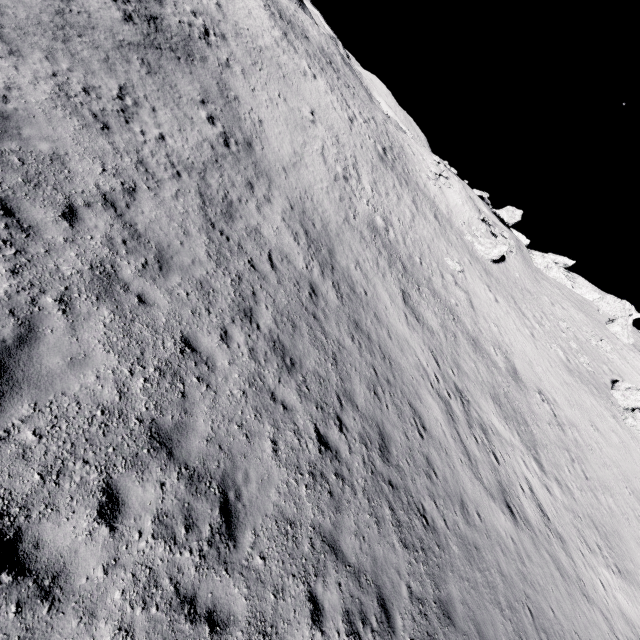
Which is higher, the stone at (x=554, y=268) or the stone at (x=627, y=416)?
the stone at (x=554, y=268)

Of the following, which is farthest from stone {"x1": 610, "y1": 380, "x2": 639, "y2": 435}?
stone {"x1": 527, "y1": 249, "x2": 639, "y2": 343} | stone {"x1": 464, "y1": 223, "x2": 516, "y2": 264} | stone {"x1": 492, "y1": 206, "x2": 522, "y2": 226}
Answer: stone {"x1": 492, "y1": 206, "x2": 522, "y2": 226}

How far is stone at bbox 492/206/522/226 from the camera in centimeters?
5069cm

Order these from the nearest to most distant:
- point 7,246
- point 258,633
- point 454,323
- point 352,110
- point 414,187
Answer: point 258,633, point 7,246, point 454,323, point 352,110, point 414,187

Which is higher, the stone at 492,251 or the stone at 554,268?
the stone at 554,268

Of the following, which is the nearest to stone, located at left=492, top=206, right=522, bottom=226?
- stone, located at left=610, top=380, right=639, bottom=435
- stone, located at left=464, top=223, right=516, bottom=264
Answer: stone, located at left=464, top=223, right=516, bottom=264

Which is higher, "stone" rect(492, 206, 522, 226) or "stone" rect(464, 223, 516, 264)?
"stone" rect(492, 206, 522, 226)

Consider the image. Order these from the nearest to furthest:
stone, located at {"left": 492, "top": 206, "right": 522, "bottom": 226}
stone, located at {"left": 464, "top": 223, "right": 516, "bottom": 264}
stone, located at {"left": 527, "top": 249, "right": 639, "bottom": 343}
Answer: stone, located at {"left": 464, "top": 223, "right": 516, "bottom": 264} < stone, located at {"left": 527, "top": 249, "right": 639, "bottom": 343} < stone, located at {"left": 492, "top": 206, "right": 522, "bottom": 226}
